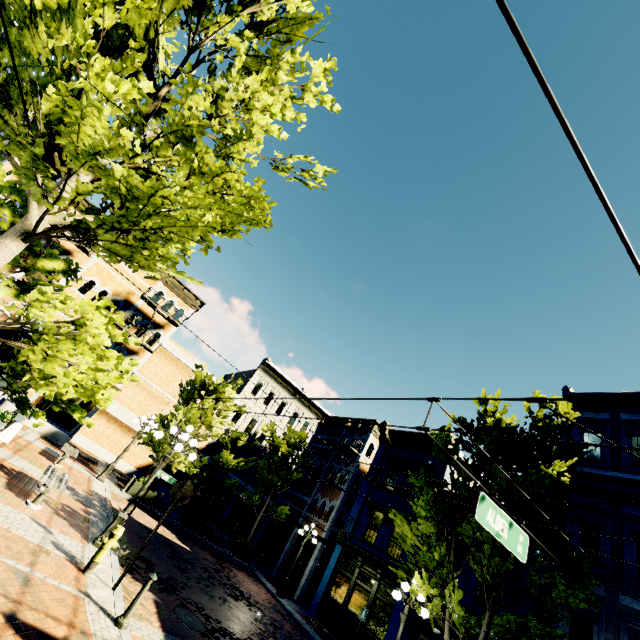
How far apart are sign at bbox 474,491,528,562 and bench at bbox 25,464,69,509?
10.3m

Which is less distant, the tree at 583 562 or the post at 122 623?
the post at 122 623

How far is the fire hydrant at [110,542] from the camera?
7.0 meters

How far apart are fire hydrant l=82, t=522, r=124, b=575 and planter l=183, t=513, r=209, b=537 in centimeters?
1228cm

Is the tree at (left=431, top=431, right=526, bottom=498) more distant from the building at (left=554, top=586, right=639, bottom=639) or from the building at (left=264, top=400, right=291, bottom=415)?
the building at (left=264, top=400, right=291, bottom=415)

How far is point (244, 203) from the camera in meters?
5.8 m

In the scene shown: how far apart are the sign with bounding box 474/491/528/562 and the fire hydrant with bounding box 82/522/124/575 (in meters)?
7.65

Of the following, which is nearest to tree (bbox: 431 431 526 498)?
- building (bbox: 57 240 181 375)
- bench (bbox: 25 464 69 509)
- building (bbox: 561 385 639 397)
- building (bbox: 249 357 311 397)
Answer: building (bbox: 561 385 639 397)
